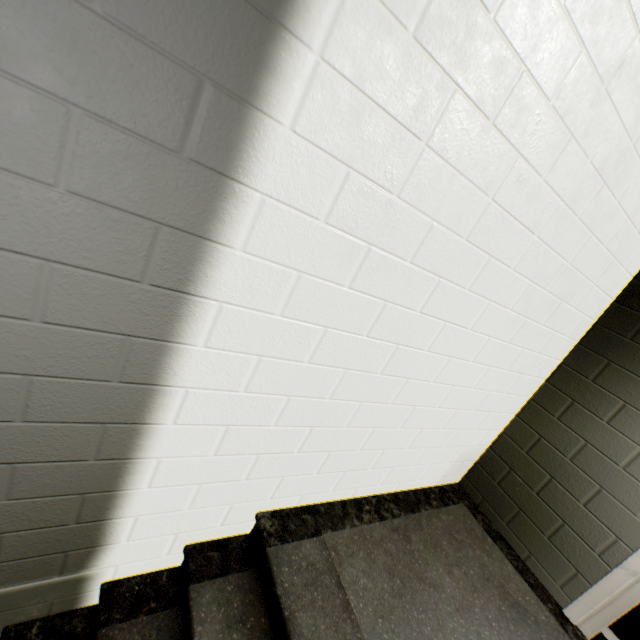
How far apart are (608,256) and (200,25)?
2.17m
